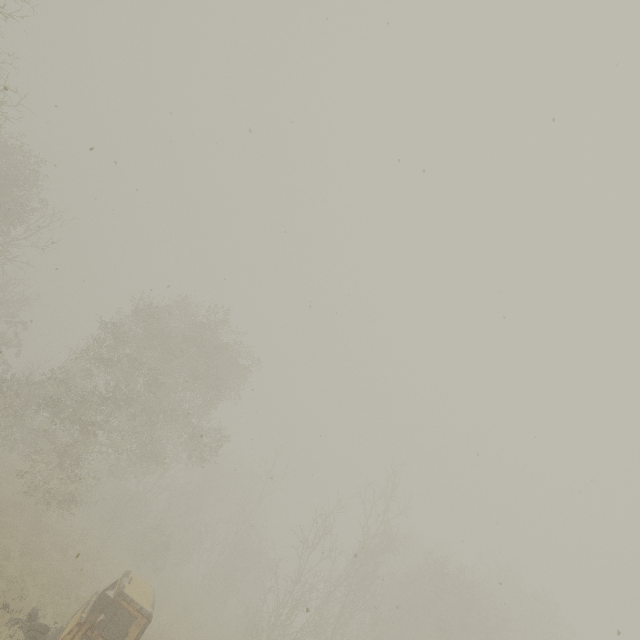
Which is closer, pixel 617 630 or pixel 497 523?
pixel 617 630
